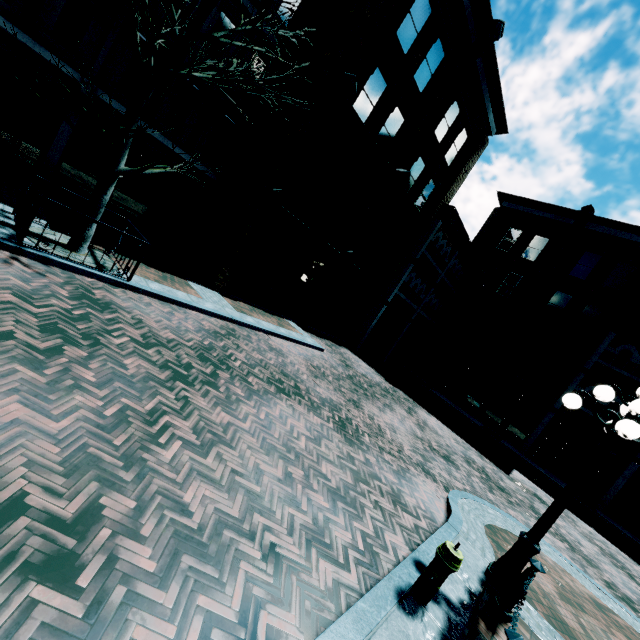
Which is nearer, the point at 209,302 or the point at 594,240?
the point at 209,302

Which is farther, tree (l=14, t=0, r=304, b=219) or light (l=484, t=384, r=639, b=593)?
tree (l=14, t=0, r=304, b=219)

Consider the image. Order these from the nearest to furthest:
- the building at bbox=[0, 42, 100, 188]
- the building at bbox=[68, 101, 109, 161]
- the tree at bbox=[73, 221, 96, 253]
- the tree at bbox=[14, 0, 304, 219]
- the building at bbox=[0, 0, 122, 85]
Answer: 1. the tree at bbox=[14, 0, 304, 219]
2. the tree at bbox=[73, 221, 96, 253]
3. the building at bbox=[0, 0, 122, 85]
4. the building at bbox=[0, 42, 100, 188]
5. the building at bbox=[68, 101, 109, 161]

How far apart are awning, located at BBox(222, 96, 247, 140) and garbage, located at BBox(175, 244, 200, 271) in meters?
4.7

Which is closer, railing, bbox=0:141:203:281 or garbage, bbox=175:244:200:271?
railing, bbox=0:141:203:281

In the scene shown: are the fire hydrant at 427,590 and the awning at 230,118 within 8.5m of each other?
no

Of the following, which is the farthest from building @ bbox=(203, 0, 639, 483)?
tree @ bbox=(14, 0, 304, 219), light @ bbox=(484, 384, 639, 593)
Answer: light @ bbox=(484, 384, 639, 593)

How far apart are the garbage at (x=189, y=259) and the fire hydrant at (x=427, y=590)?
11.2 meters
